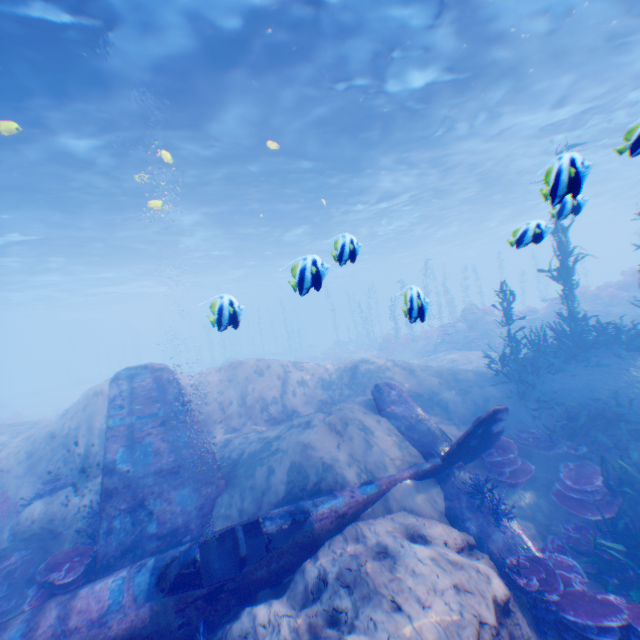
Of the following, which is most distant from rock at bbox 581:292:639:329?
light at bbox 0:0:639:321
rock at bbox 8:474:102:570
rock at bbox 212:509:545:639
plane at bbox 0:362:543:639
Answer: rock at bbox 8:474:102:570

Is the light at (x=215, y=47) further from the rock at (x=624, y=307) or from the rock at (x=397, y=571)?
the rock at (x=624, y=307)

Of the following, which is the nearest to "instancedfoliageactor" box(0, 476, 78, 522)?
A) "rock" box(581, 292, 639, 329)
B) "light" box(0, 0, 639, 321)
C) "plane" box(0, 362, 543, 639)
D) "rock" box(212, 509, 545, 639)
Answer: "plane" box(0, 362, 543, 639)

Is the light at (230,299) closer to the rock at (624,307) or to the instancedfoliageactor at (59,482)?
the instancedfoliageactor at (59,482)

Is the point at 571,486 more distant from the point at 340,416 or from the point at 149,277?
the point at 149,277

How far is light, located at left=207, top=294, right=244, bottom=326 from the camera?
5.3m

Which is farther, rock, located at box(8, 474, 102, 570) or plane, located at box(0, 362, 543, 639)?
rock, located at box(8, 474, 102, 570)

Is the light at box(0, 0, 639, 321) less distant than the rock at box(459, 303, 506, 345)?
Yes
